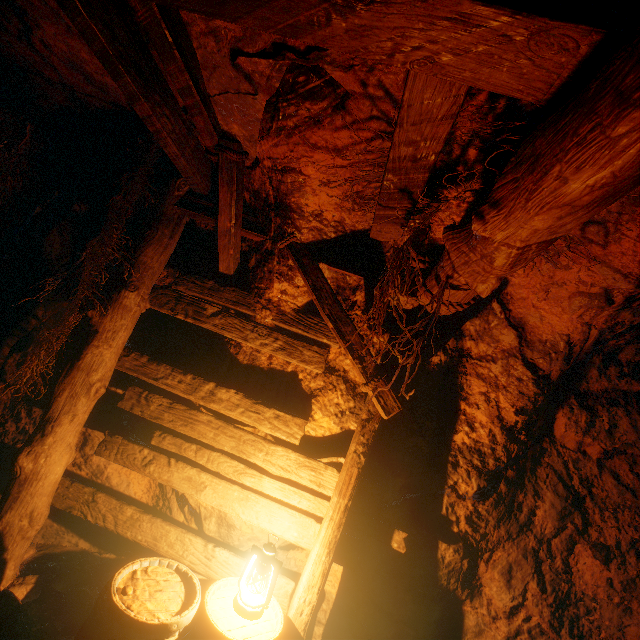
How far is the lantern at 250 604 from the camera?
2.26m

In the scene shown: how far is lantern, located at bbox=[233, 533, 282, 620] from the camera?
2.26m

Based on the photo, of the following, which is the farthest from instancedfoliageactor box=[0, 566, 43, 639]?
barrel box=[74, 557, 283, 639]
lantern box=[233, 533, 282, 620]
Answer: lantern box=[233, 533, 282, 620]

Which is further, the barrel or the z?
the barrel

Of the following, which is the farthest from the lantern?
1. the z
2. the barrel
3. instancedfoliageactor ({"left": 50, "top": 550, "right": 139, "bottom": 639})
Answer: instancedfoliageactor ({"left": 50, "top": 550, "right": 139, "bottom": 639})

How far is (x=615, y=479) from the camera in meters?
3.1

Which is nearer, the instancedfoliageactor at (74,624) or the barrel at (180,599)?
→ the barrel at (180,599)
